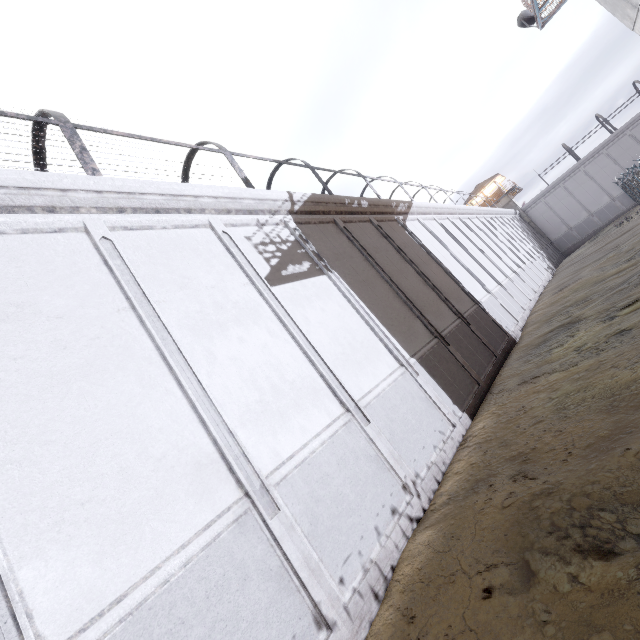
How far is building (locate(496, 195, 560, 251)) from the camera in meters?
43.9

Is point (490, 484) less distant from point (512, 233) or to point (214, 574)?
point (214, 574)

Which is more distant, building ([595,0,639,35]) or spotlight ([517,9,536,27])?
spotlight ([517,9,536,27])

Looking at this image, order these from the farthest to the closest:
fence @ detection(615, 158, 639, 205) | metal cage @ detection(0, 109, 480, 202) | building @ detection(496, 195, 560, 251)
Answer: building @ detection(496, 195, 560, 251), fence @ detection(615, 158, 639, 205), metal cage @ detection(0, 109, 480, 202)

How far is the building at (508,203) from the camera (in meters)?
43.88

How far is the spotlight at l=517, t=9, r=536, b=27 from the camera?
16.71m

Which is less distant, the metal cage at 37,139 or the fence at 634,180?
the metal cage at 37,139

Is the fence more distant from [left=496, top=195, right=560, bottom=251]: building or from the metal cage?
[left=496, top=195, right=560, bottom=251]: building
